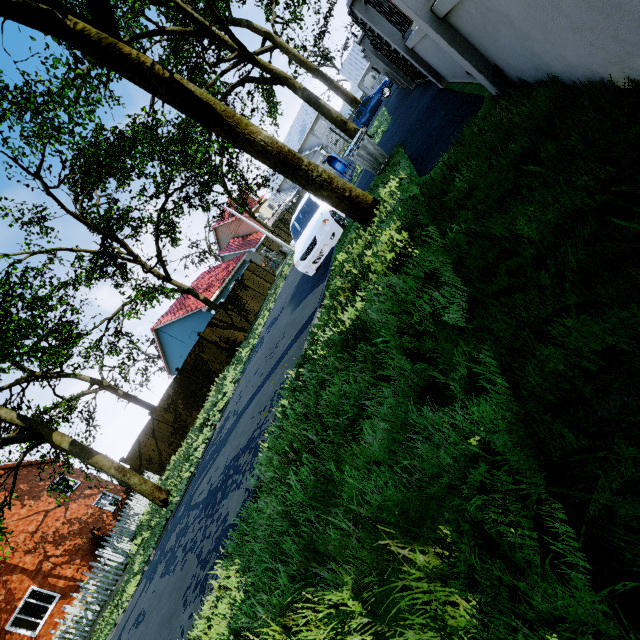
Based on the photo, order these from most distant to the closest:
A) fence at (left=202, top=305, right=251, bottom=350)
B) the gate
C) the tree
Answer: fence at (left=202, top=305, right=251, bottom=350)
the gate
the tree

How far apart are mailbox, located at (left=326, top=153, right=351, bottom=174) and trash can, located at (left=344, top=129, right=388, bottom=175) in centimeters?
593cm

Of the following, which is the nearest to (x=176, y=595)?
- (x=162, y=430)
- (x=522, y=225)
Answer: → (x=522, y=225)

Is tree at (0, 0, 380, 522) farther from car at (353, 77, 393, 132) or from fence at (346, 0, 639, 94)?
car at (353, 77, 393, 132)

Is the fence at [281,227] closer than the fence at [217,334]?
No

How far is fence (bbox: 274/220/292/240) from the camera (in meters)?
33.53

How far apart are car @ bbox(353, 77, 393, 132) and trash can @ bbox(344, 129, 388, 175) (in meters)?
17.96

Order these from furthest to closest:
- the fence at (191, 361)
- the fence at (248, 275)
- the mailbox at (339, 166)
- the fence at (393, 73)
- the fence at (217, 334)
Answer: the fence at (248, 275) < the fence at (217, 334) < the fence at (191, 361) < the mailbox at (339, 166) < the fence at (393, 73)
